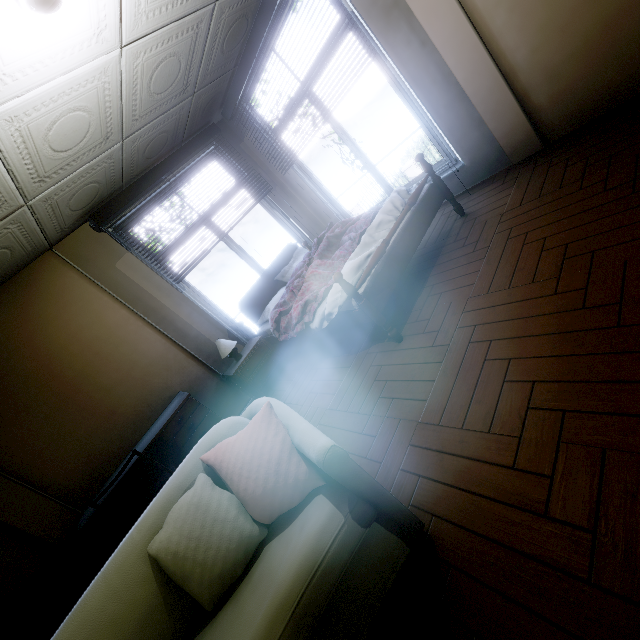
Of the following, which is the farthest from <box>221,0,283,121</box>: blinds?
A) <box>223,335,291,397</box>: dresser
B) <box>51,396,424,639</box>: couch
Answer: <box>51,396,424,639</box>: couch

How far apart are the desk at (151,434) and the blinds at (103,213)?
2.10m

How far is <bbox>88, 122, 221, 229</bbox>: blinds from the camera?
3.5m

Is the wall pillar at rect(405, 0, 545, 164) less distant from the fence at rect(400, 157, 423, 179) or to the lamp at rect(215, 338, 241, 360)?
the lamp at rect(215, 338, 241, 360)

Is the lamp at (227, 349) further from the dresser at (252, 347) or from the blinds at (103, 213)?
the blinds at (103, 213)

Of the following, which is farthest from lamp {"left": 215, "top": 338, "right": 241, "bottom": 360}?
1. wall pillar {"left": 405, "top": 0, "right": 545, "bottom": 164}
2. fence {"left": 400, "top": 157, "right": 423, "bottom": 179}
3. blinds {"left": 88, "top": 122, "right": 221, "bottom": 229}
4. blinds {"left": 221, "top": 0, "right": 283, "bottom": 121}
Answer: fence {"left": 400, "top": 157, "right": 423, "bottom": 179}

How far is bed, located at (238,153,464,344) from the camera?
2.5 meters

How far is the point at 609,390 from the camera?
1.2m
